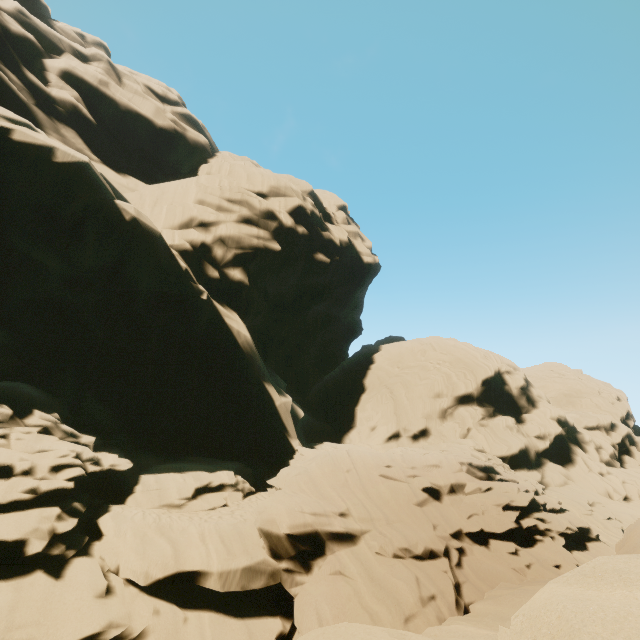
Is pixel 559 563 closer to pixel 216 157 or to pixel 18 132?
pixel 18 132
